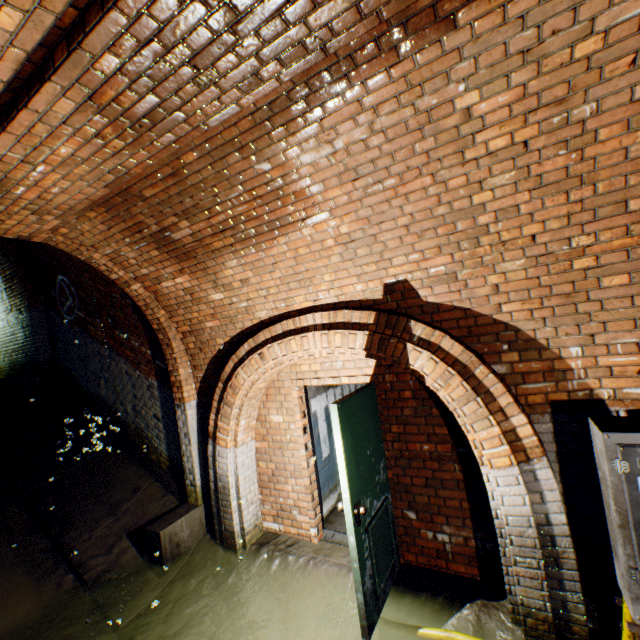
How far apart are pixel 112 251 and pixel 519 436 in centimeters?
491cm

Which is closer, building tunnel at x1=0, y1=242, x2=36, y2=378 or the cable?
the cable

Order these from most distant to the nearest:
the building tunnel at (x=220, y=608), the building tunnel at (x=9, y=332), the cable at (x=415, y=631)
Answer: the building tunnel at (x=9, y=332) → the cable at (x=415, y=631) → the building tunnel at (x=220, y=608)

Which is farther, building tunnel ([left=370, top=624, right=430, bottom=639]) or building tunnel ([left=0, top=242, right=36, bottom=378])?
building tunnel ([left=0, top=242, right=36, bottom=378])

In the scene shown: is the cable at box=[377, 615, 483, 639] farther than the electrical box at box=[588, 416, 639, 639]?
Yes

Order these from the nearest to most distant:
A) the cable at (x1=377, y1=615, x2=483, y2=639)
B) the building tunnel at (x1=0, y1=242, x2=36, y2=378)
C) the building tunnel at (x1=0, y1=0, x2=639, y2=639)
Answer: the building tunnel at (x1=0, y1=0, x2=639, y2=639) < the cable at (x1=377, y1=615, x2=483, y2=639) < the building tunnel at (x1=0, y1=242, x2=36, y2=378)

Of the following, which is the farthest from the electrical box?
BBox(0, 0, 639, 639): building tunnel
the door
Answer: the door

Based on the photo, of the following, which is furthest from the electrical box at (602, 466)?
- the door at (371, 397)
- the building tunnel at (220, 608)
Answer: the door at (371, 397)
